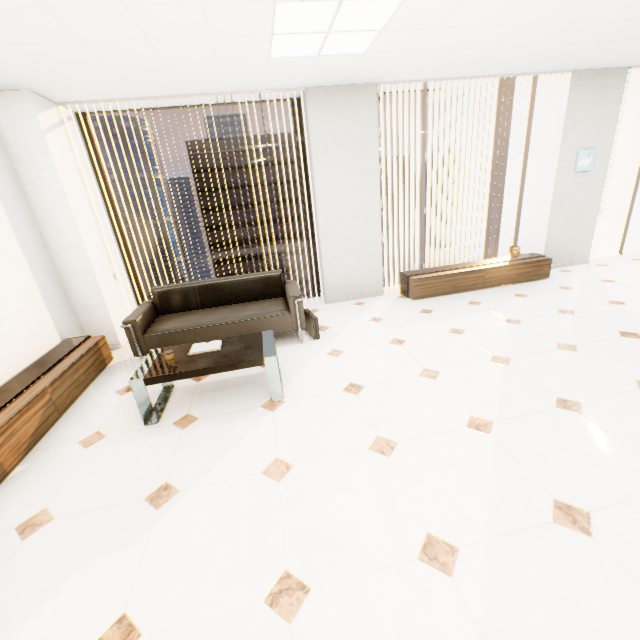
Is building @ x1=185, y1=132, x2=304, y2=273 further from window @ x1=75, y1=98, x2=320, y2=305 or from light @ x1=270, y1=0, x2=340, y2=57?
light @ x1=270, y1=0, x2=340, y2=57

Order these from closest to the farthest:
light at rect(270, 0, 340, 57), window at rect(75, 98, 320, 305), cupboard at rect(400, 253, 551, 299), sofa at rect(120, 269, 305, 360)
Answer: light at rect(270, 0, 340, 57)
sofa at rect(120, 269, 305, 360)
window at rect(75, 98, 320, 305)
cupboard at rect(400, 253, 551, 299)

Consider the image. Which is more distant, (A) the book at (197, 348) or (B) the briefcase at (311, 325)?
(B) the briefcase at (311, 325)

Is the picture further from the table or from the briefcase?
the table

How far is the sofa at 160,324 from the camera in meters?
3.7

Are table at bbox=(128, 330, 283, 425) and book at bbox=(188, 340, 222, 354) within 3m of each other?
yes

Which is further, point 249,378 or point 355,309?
point 355,309

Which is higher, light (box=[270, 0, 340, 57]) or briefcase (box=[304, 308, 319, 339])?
light (box=[270, 0, 340, 57])
